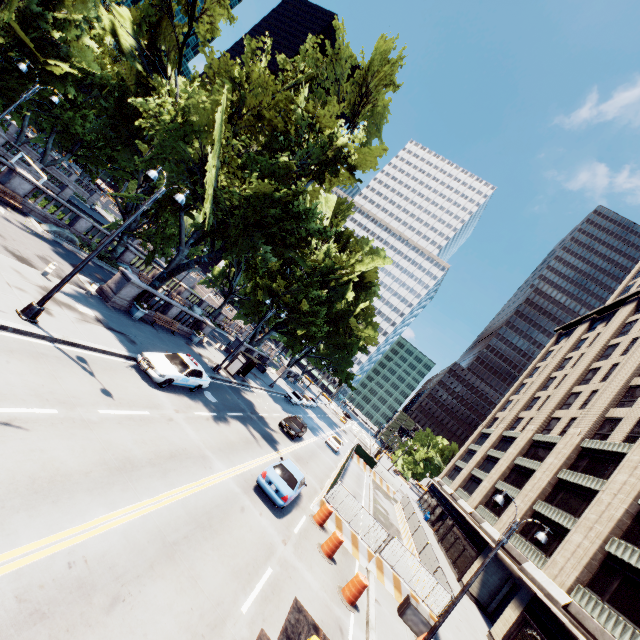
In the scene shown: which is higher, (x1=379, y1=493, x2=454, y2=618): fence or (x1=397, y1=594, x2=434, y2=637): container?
(x1=379, y1=493, x2=454, y2=618): fence

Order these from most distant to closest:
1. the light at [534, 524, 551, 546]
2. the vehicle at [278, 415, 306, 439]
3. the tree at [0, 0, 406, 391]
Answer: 1. the vehicle at [278, 415, 306, 439]
2. the tree at [0, 0, 406, 391]
3. the light at [534, 524, 551, 546]

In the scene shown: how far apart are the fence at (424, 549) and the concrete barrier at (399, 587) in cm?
0

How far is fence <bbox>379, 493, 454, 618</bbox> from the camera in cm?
1644

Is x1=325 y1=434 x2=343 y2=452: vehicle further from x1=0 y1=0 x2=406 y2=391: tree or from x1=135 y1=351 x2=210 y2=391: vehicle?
x1=135 y1=351 x2=210 y2=391: vehicle

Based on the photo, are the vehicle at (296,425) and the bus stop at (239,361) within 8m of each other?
yes

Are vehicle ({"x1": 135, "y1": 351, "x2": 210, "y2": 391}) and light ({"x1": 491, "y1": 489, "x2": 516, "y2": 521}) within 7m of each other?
no

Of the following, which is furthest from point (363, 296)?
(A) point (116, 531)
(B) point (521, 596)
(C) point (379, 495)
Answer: (A) point (116, 531)
